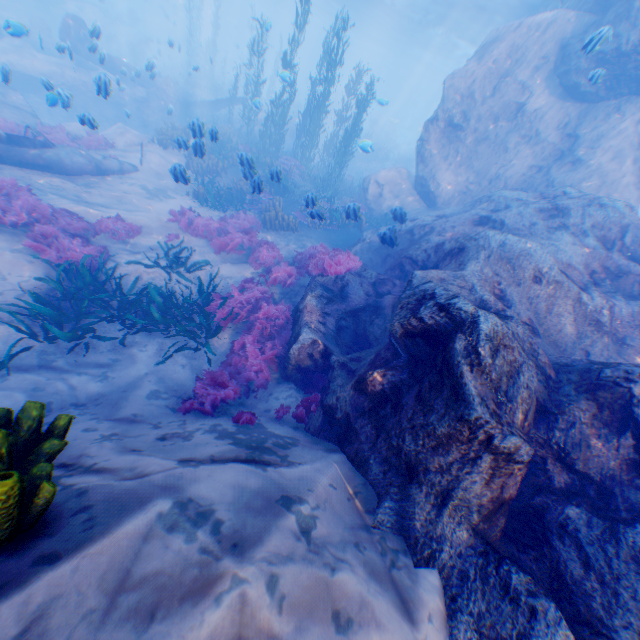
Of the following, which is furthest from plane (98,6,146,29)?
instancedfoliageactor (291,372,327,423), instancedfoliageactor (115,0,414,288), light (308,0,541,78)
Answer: instancedfoliageactor (291,372,327,423)

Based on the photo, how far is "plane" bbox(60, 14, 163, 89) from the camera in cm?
1463

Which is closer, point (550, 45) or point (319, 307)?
point (319, 307)

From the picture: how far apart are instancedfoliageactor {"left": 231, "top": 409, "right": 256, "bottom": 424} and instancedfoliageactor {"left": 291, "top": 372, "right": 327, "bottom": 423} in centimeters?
49cm

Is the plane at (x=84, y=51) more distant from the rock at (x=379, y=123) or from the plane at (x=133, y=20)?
the plane at (x=133, y=20)

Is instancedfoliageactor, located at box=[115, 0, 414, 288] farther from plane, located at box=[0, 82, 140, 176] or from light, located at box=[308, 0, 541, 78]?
light, located at box=[308, 0, 541, 78]

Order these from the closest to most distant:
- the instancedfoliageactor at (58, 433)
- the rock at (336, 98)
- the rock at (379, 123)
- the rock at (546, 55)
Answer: the instancedfoliageactor at (58, 433), the rock at (546, 55), the rock at (336, 98), the rock at (379, 123)

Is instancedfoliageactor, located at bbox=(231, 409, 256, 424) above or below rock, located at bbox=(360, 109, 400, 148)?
below
